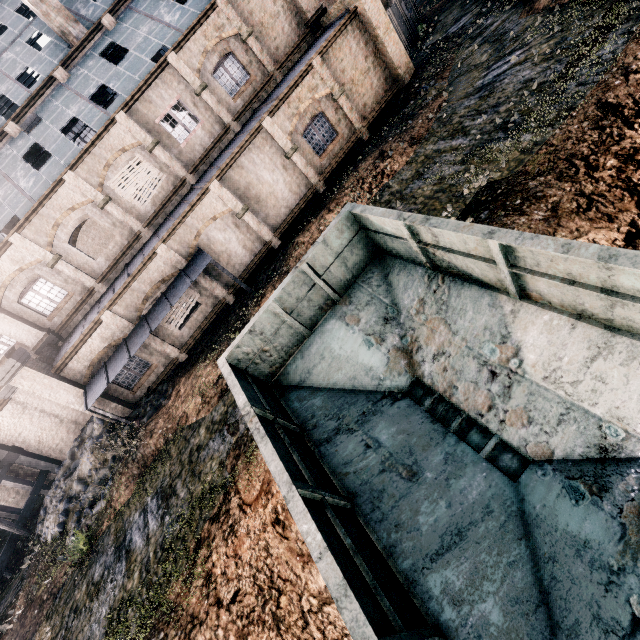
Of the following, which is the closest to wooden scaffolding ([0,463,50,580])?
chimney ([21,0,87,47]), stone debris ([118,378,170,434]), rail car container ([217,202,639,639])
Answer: stone debris ([118,378,170,434])

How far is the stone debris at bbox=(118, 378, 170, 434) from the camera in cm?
1680

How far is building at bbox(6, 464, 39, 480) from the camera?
22.17m

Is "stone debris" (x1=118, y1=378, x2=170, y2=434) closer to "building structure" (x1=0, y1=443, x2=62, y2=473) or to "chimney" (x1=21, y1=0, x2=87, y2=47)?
"building structure" (x1=0, y1=443, x2=62, y2=473)

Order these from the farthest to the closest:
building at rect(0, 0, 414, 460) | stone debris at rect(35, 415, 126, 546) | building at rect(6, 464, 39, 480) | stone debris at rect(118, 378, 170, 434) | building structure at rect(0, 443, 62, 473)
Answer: building at rect(6, 464, 39, 480), building structure at rect(0, 443, 62, 473), building at rect(0, 0, 414, 460), stone debris at rect(118, 378, 170, 434), stone debris at rect(35, 415, 126, 546)

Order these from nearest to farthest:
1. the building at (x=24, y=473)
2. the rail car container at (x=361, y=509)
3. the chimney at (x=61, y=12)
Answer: the rail car container at (x=361, y=509) < the chimney at (x=61, y=12) < the building at (x=24, y=473)

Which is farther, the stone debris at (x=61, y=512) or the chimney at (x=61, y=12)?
the chimney at (x=61, y=12)

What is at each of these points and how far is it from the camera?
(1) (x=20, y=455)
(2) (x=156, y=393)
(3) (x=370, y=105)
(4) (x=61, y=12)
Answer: (1) building structure, 21.8m
(2) stone debris, 18.1m
(3) building, 20.3m
(4) chimney, 19.4m
